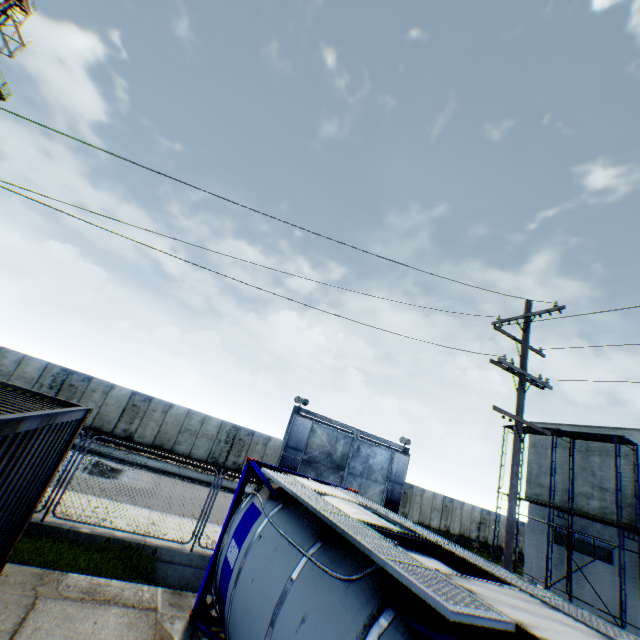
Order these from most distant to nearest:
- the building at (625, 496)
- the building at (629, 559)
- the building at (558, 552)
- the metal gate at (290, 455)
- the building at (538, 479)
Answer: the metal gate at (290, 455), the building at (538, 479), the building at (558, 552), the building at (625, 496), the building at (629, 559)

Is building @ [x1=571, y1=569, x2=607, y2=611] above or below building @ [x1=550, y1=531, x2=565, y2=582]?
below

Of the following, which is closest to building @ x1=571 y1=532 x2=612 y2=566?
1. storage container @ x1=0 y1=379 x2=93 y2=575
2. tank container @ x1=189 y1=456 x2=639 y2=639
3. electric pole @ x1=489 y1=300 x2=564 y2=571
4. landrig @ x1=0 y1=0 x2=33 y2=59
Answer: electric pole @ x1=489 y1=300 x2=564 y2=571

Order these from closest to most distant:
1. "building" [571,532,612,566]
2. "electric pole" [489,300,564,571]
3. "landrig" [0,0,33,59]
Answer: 1. "electric pole" [489,300,564,571]
2. "building" [571,532,612,566]
3. "landrig" [0,0,33,59]

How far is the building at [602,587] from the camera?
16.1 meters

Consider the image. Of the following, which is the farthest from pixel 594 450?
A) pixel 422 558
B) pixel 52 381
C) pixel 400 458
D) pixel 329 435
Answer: pixel 52 381

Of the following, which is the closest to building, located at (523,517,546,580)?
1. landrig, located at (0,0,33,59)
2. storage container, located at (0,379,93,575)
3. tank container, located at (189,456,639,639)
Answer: tank container, located at (189,456,639,639)

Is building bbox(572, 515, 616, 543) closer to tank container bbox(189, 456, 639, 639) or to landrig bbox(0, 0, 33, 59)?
tank container bbox(189, 456, 639, 639)
